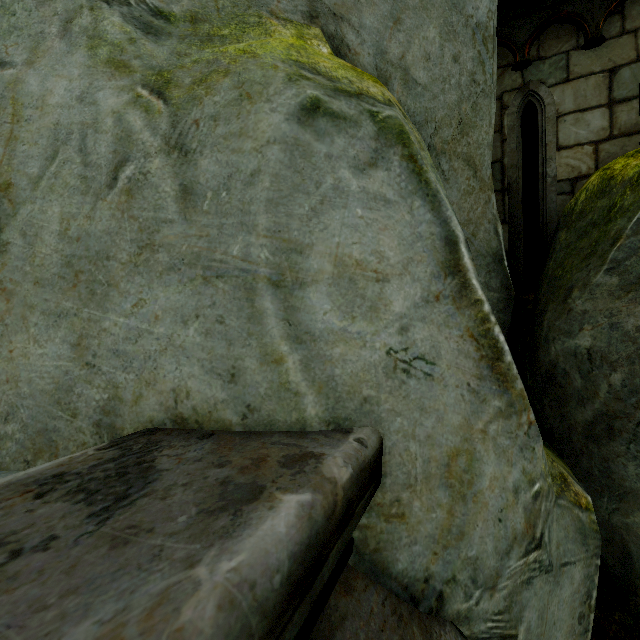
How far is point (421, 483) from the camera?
1.0m
